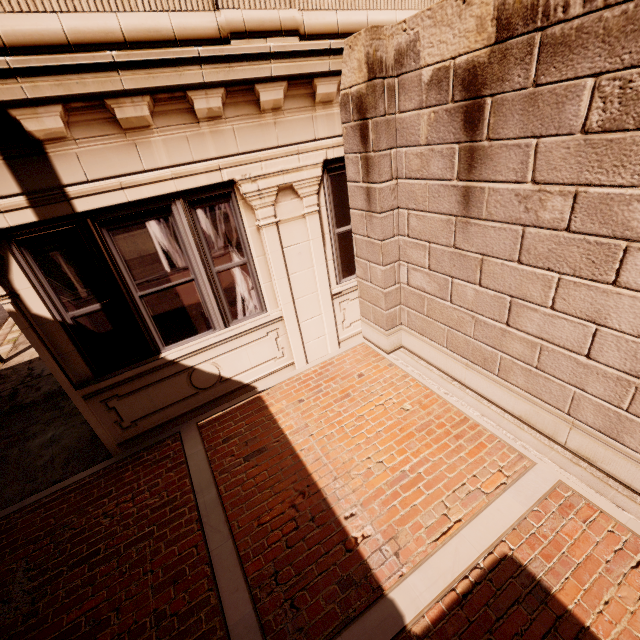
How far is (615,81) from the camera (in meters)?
2.29
